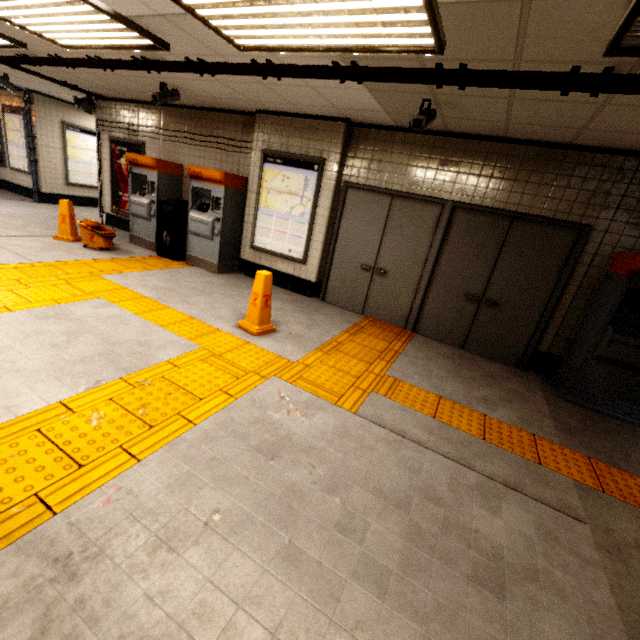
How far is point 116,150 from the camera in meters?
7.7 m

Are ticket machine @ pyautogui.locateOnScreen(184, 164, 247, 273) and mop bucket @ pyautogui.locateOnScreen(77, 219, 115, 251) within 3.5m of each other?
yes

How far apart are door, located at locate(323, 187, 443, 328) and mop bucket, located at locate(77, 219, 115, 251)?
4.25m

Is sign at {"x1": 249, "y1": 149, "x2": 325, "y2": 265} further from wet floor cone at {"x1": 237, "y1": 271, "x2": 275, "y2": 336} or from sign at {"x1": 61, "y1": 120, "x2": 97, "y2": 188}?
sign at {"x1": 61, "y1": 120, "x2": 97, "y2": 188}

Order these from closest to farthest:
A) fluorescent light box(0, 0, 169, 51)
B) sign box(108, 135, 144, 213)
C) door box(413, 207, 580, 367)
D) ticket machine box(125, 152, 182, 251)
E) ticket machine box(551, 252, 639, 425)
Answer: fluorescent light box(0, 0, 169, 51) → ticket machine box(551, 252, 639, 425) → door box(413, 207, 580, 367) → ticket machine box(125, 152, 182, 251) → sign box(108, 135, 144, 213)

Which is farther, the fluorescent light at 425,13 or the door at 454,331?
the door at 454,331

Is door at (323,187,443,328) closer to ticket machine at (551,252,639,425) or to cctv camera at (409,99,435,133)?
cctv camera at (409,99,435,133)

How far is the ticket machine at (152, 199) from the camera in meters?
6.5 m
